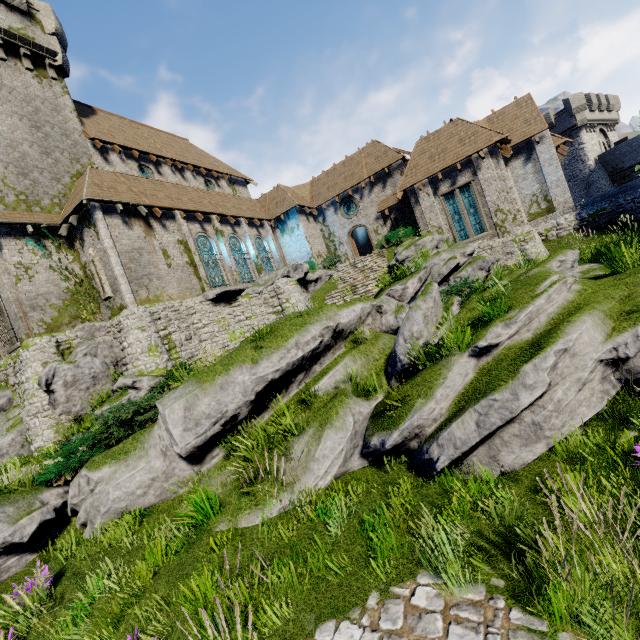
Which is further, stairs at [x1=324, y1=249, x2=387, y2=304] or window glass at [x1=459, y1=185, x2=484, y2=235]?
window glass at [x1=459, y1=185, x2=484, y2=235]

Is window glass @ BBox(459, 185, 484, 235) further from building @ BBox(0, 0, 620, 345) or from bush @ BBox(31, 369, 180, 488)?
bush @ BBox(31, 369, 180, 488)

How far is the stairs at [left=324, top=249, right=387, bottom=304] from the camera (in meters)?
20.34

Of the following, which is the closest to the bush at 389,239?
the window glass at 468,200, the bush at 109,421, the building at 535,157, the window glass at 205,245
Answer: the building at 535,157

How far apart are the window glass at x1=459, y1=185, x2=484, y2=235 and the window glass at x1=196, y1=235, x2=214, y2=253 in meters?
17.1 m

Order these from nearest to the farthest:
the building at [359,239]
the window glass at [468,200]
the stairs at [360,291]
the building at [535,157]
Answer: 1. the building at [535,157]
2. the stairs at [360,291]
3. the window glass at [468,200]
4. the building at [359,239]

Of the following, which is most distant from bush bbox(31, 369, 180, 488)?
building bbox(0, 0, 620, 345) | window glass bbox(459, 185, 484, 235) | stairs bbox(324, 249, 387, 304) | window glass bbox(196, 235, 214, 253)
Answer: window glass bbox(459, 185, 484, 235)

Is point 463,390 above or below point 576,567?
above
